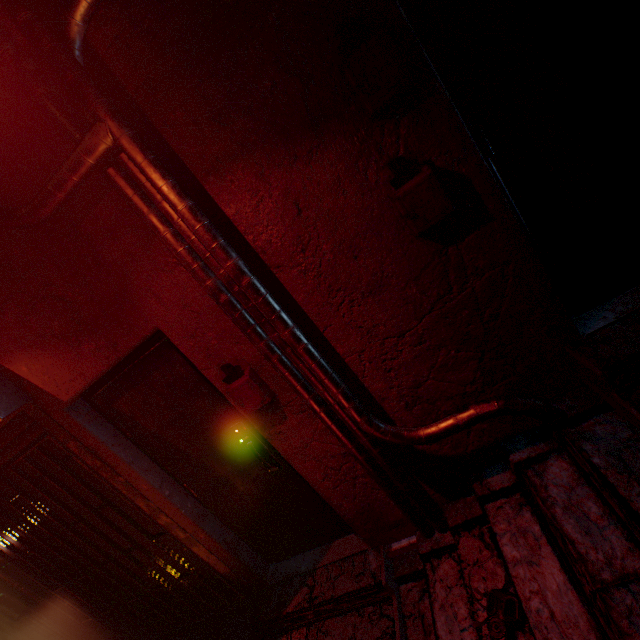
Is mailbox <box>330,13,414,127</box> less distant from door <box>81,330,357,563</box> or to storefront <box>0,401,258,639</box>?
door <box>81,330,357,563</box>

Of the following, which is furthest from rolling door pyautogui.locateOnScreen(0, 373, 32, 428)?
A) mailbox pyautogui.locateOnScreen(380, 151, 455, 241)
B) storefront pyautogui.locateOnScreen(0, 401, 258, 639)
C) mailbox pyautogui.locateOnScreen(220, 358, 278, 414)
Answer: mailbox pyautogui.locateOnScreen(380, 151, 455, 241)

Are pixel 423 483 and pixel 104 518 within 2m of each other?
no

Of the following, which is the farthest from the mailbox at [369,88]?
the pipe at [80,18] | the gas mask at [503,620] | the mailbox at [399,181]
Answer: the gas mask at [503,620]

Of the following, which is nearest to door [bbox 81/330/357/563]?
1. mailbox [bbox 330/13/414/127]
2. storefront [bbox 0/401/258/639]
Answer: storefront [bbox 0/401/258/639]

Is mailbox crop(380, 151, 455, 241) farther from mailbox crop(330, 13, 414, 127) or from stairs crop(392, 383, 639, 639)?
stairs crop(392, 383, 639, 639)

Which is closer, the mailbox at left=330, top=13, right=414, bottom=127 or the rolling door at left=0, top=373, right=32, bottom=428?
the mailbox at left=330, top=13, right=414, bottom=127

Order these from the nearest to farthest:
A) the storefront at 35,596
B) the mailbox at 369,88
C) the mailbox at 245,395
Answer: the mailbox at 369,88, the mailbox at 245,395, the storefront at 35,596
